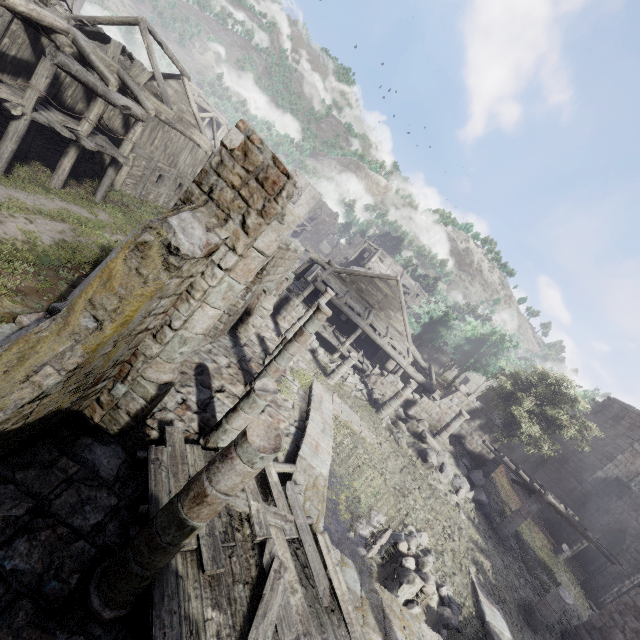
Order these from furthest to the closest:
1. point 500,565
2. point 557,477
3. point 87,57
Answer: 1. point 557,477
2. point 500,565
3. point 87,57

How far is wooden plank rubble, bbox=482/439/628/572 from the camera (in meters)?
14.38

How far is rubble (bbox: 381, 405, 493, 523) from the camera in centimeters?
1562cm

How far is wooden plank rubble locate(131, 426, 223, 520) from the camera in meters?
5.6

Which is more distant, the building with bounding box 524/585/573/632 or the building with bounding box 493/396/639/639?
the building with bounding box 493/396/639/639

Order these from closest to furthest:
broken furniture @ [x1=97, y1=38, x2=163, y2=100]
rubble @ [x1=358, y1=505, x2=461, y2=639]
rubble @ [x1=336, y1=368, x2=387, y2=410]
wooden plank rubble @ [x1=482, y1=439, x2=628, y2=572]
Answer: rubble @ [x1=358, y1=505, x2=461, y2=639] < wooden plank rubble @ [x1=482, y1=439, x2=628, y2=572] < broken furniture @ [x1=97, y1=38, x2=163, y2=100] < rubble @ [x1=336, y1=368, x2=387, y2=410]

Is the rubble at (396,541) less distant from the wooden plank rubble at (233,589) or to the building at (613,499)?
the building at (613,499)

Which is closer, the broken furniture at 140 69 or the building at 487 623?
the building at 487 623
